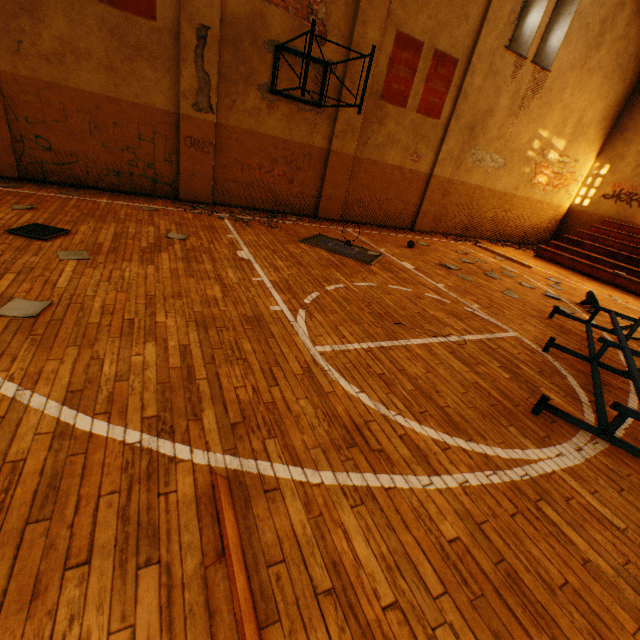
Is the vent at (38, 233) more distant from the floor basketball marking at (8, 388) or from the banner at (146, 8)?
the banner at (146, 8)

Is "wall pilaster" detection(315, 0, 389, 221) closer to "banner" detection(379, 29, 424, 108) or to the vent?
"banner" detection(379, 29, 424, 108)

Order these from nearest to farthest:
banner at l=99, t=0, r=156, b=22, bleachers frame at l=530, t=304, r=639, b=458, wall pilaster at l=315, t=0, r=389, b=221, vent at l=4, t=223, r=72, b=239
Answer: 1. bleachers frame at l=530, t=304, r=639, b=458
2. vent at l=4, t=223, r=72, b=239
3. banner at l=99, t=0, r=156, b=22
4. wall pilaster at l=315, t=0, r=389, b=221

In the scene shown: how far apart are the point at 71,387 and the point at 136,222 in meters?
4.8 m

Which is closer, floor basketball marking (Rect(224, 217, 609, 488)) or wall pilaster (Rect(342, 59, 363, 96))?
floor basketball marking (Rect(224, 217, 609, 488))

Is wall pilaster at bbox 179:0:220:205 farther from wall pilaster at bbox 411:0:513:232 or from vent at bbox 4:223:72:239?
wall pilaster at bbox 411:0:513:232

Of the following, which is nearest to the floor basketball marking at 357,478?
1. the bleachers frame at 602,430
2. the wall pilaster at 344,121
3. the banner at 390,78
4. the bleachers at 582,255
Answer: the bleachers frame at 602,430

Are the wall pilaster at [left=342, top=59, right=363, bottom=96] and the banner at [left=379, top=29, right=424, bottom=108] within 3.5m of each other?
yes
